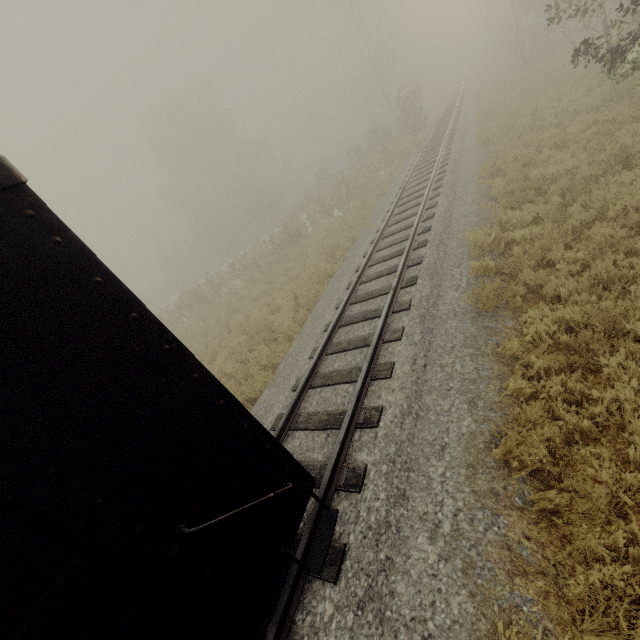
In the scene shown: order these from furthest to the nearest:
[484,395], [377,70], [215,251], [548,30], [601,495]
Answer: [215,251], [377,70], [548,30], [484,395], [601,495]
